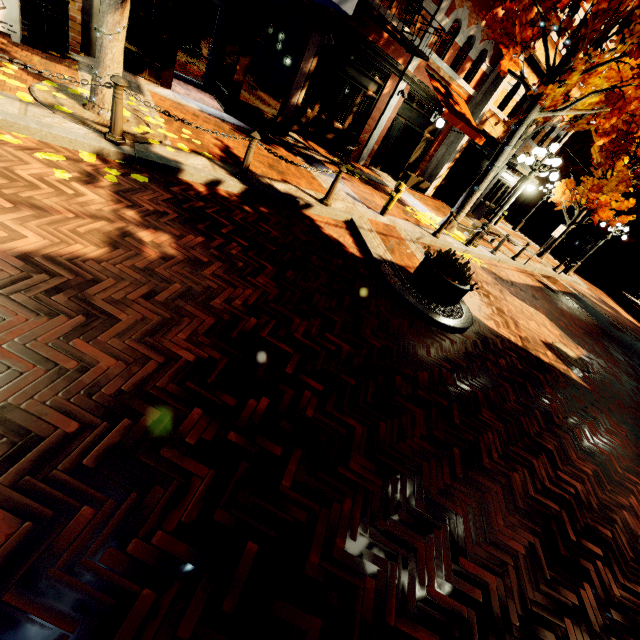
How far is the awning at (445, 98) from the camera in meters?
11.5

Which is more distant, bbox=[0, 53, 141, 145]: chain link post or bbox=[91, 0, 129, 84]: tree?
bbox=[91, 0, 129, 84]: tree

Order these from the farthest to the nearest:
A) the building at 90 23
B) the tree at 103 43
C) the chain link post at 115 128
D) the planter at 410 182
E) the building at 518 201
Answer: the building at 518 201 → the planter at 410 182 → the building at 90 23 → the tree at 103 43 → the chain link post at 115 128

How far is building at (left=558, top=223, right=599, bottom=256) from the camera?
32.94m

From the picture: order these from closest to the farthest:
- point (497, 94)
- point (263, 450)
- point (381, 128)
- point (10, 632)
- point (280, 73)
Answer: point (10, 632)
point (263, 450)
point (280, 73)
point (381, 128)
point (497, 94)

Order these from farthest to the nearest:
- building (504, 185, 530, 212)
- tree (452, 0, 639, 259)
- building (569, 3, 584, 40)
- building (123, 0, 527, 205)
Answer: building (504, 185, 530, 212) → building (569, 3, 584, 40) → building (123, 0, 527, 205) → tree (452, 0, 639, 259)

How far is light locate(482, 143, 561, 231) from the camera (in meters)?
9.72

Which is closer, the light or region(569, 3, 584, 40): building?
the light
